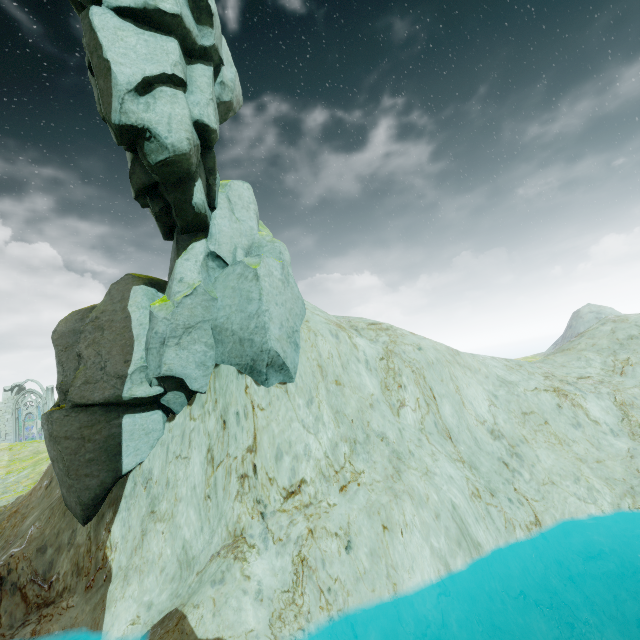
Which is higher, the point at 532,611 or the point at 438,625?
the point at 438,625

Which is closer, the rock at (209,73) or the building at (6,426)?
the rock at (209,73)

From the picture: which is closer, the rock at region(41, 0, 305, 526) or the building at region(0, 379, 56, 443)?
the rock at region(41, 0, 305, 526)
